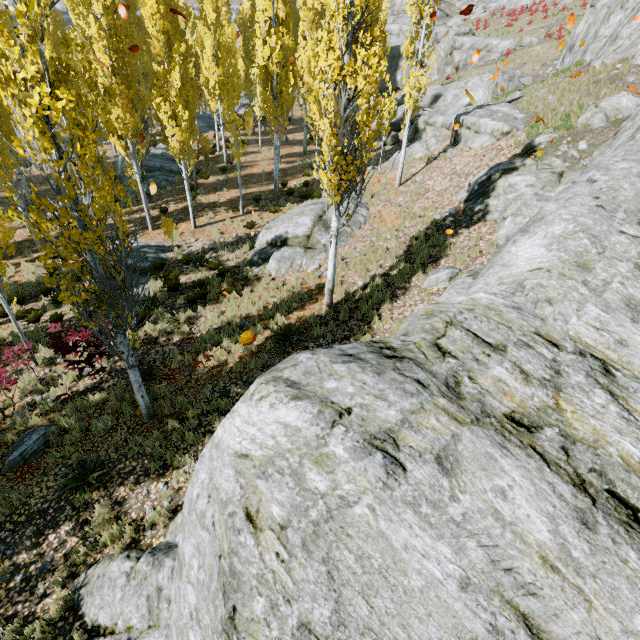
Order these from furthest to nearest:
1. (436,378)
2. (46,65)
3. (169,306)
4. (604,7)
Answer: (604,7) < (169,306) < (46,65) < (436,378)

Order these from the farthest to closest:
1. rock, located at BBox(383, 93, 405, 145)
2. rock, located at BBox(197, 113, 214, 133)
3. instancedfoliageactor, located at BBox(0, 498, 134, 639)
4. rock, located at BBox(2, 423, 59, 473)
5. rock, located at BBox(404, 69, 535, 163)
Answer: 1. rock, located at BBox(197, 113, 214, 133)
2. rock, located at BBox(383, 93, 405, 145)
3. rock, located at BBox(404, 69, 535, 163)
4. rock, located at BBox(2, 423, 59, 473)
5. instancedfoliageactor, located at BBox(0, 498, 134, 639)

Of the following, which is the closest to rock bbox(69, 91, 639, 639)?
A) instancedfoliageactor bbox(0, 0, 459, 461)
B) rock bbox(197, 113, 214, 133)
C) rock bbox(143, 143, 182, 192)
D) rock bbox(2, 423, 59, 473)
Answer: instancedfoliageactor bbox(0, 0, 459, 461)

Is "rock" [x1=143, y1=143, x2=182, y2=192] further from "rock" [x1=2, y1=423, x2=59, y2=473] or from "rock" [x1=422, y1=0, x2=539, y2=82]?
"rock" [x1=2, y1=423, x2=59, y2=473]

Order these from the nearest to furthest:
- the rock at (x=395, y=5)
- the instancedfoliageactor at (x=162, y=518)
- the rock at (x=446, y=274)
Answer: the instancedfoliageactor at (x=162, y=518) → the rock at (x=446, y=274) → the rock at (x=395, y=5)

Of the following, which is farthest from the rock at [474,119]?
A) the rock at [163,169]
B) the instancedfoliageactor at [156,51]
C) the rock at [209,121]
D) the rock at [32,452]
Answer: the rock at [163,169]

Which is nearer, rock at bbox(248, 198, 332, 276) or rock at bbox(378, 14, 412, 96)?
rock at bbox(248, 198, 332, 276)

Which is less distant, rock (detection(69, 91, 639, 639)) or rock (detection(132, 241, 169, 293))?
rock (detection(69, 91, 639, 639))
